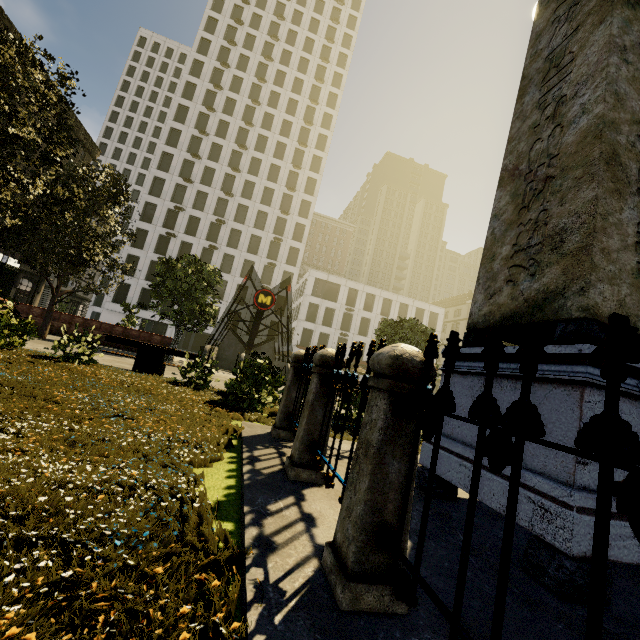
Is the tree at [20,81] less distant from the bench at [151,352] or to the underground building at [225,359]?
the underground building at [225,359]

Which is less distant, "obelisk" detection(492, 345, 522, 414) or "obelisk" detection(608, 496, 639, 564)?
"obelisk" detection(608, 496, 639, 564)

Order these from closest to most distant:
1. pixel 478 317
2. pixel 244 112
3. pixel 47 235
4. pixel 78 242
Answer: pixel 478 317 < pixel 47 235 < pixel 78 242 < pixel 244 112

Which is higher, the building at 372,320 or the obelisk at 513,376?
the building at 372,320

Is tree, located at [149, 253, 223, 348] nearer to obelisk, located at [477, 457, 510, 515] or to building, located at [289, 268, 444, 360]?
obelisk, located at [477, 457, 510, 515]

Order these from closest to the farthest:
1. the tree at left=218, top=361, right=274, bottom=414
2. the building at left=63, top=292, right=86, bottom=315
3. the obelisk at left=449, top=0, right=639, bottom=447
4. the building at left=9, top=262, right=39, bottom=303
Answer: the obelisk at left=449, top=0, right=639, bottom=447
the tree at left=218, top=361, right=274, bottom=414
the building at left=9, top=262, right=39, bottom=303
the building at left=63, top=292, right=86, bottom=315

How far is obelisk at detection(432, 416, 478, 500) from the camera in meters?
3.3 m

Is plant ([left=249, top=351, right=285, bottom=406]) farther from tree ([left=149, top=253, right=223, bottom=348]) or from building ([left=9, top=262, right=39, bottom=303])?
building ([left=9, top=262, right=39, bottom=303])
